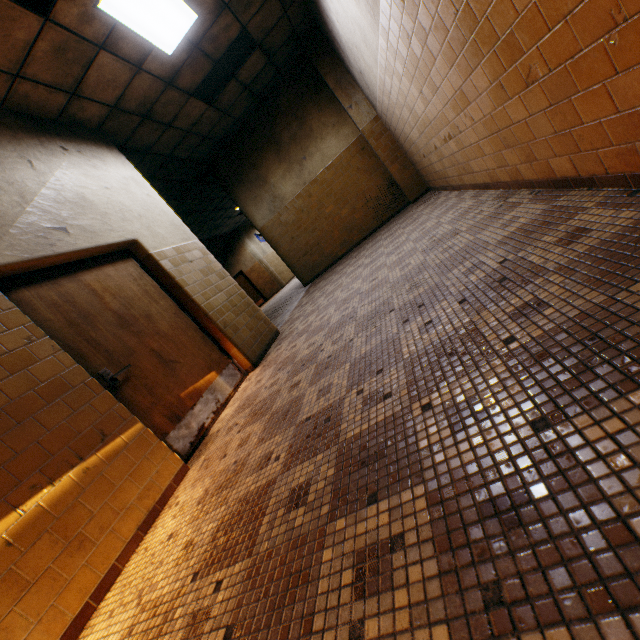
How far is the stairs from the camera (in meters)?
14.65

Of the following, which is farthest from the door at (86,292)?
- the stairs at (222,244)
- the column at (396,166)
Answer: the stairs at (222,244)

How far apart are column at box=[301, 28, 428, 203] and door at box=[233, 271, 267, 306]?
11.83m

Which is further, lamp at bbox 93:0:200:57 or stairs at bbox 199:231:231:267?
stairs at bbox 199:231:231:267

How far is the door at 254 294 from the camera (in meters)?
17.98

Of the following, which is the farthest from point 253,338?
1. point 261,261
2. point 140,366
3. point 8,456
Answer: point 261,261

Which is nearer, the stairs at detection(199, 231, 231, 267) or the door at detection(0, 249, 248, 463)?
the door at detection(0, 249, 248, 463)

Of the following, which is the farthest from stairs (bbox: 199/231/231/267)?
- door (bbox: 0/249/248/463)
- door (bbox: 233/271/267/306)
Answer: door (bbox: 0/249/248/463)
